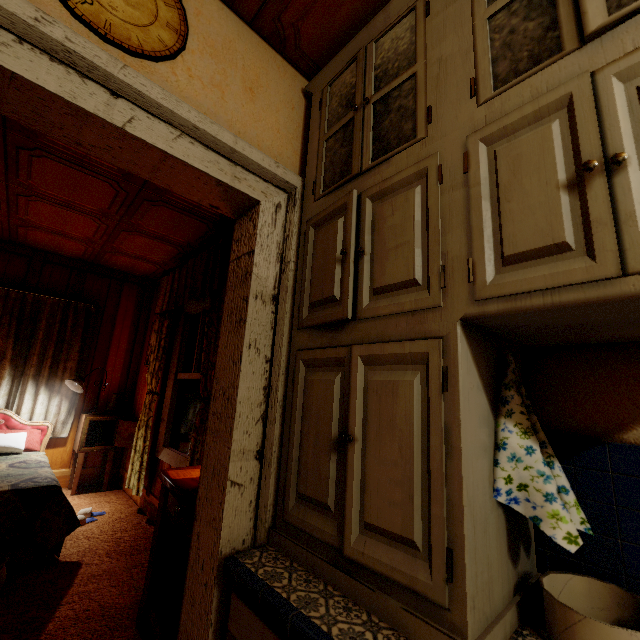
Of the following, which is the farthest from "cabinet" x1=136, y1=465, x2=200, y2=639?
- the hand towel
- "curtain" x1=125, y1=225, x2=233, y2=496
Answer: the hand towel

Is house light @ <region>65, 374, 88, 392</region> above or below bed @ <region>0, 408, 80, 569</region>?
above

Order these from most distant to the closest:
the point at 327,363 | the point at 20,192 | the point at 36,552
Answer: the point at 20,192, the point at 36,552, the point at 327,363

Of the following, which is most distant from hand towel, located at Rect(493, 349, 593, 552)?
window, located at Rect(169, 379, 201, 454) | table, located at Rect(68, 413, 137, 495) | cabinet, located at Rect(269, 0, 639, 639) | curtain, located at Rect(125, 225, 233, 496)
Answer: table, located at Rect(68, 413, 137, 495)

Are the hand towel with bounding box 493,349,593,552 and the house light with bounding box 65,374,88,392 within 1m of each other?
no

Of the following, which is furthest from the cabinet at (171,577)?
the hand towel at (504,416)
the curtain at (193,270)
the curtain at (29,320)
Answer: the curtain at (29,320)

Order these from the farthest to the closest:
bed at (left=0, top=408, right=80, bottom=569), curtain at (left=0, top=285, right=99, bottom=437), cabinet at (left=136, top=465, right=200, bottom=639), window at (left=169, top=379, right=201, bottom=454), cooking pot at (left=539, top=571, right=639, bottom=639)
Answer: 1. curtain at (left=0, top=285, right=99, bottom=437)
2. window at (left=169, top=379, right=201, bottom=454)
3. bed at (left=0, top=408, right=80, bottom=569)
4. cabinet at (left=136, top=465, right=200, bottom=639)
5. cooking pot at (left=539, top=571, right=639, bottom=639)

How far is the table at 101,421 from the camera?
3.9m
